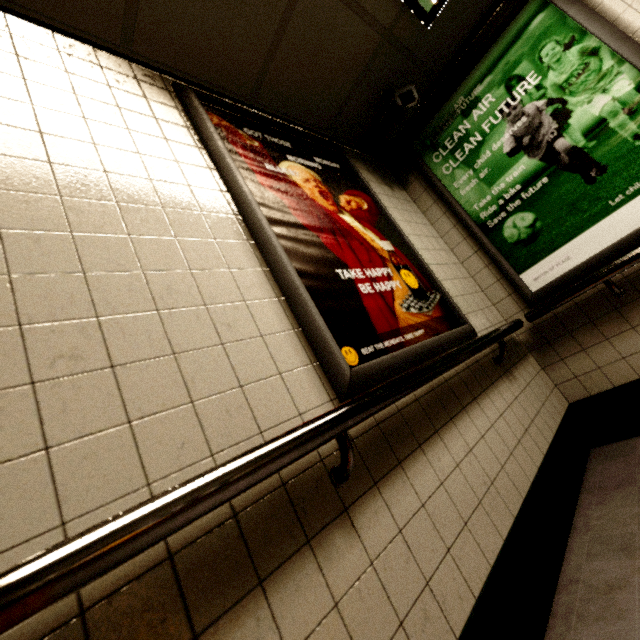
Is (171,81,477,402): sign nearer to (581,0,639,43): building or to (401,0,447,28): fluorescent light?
(581,0,639,43): building

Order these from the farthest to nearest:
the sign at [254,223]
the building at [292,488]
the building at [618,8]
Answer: the building at [618,8]
the sign at [254,223]
the building at [292,488]

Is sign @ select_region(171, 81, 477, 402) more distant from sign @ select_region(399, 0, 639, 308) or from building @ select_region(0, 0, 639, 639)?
sign @ select_region(399, 0, 639, 308)

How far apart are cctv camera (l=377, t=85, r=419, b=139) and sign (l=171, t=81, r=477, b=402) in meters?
0.4

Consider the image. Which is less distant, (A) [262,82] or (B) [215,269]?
(B) [215,269]

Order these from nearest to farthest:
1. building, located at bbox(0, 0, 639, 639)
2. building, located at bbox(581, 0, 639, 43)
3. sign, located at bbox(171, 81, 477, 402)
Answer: building, located at bbox(0, 0, 639, 639)
sign, located at bbox(171, 81, 477, 402)
building, located at bbox(581, 0, 639, 43)

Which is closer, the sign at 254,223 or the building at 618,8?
the sign at 254,223

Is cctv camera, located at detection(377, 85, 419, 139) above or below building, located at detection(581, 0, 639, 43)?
above
